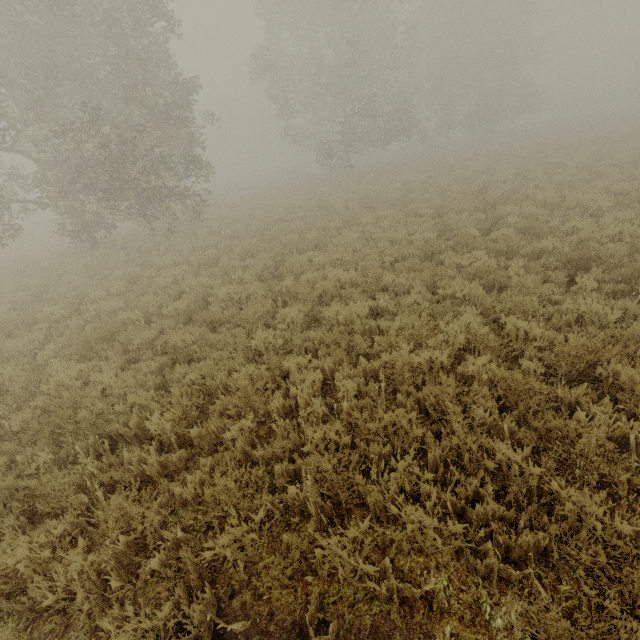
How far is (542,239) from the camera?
8.31m
